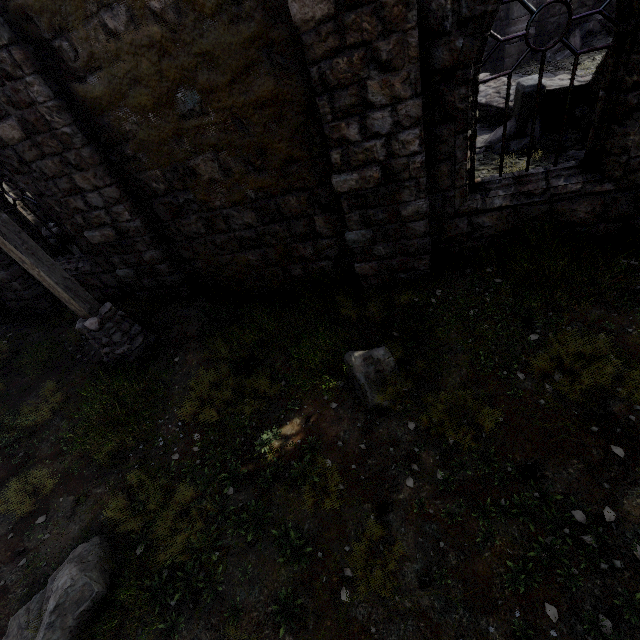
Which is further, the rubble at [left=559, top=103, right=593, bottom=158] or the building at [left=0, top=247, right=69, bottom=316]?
the building at [left=0, top=247, right=69, bottom=316]

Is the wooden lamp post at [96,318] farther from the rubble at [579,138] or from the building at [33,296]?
the rubble at [579,138]

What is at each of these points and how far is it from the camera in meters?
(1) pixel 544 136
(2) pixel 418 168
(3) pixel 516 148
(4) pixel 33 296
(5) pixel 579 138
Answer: (1) rubble, 7.9 m
(2) building, 4.5 m
(3) rubble, 8.1 m
(4) building, 8.5 m
(5) rubble, 7.4 m

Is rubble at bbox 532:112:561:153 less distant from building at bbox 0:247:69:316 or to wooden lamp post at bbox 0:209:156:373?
building at bbox 0:247:69:316

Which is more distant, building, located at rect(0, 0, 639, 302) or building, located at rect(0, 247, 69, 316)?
building, located at rect(0, 247, 69, 316)
